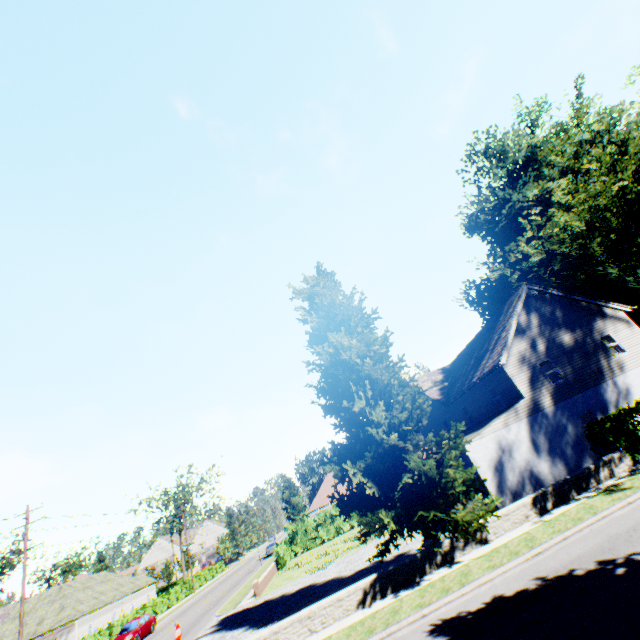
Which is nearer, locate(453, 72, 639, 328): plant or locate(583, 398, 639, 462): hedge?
locate(583, 398, 639, 462): hedge

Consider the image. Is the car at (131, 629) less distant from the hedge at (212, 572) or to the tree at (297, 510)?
the tree at (297, 510)

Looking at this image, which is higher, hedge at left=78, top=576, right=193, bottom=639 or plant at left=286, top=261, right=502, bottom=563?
plant at left=286, top=261, right=502, bottom=563

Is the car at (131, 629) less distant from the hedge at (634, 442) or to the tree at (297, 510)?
the hedge at (634, 442)

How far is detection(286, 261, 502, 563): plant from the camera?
12.84m

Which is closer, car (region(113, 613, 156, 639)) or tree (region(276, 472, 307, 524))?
car (region(113, 613, 156, 639))

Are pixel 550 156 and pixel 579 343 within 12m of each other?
no
